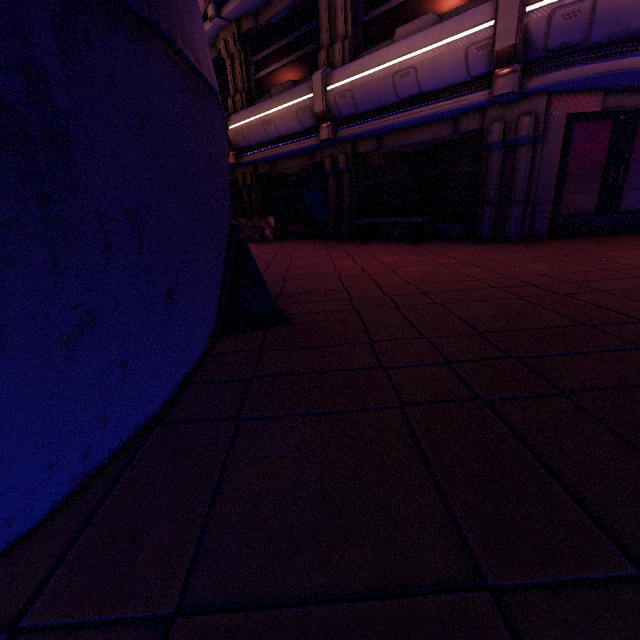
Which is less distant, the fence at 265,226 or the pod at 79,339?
the pod at 79,339

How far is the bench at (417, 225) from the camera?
8.18m

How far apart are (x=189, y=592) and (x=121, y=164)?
1.38m

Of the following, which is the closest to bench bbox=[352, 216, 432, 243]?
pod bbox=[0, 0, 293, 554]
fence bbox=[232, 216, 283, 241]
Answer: fence bbox=[232, 216, 283, 241]

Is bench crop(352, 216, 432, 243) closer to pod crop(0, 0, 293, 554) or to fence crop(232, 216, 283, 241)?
fence crop(232, 216, 283, 241)

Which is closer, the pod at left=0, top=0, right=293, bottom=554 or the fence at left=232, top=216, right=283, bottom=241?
the pod at left=0, top=0, right=293, bottom=554

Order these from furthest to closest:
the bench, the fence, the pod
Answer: the fence, the bench, the pod
